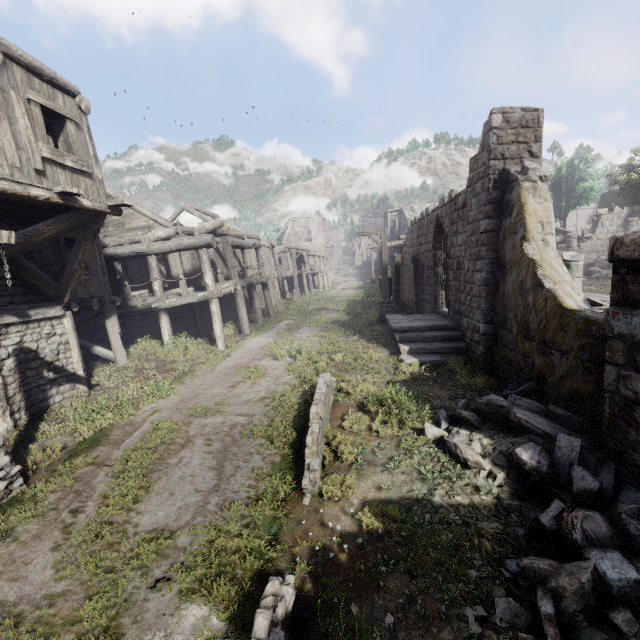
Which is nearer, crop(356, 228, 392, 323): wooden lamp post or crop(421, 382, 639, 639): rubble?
crop(421, 382, 639, 639): rubble

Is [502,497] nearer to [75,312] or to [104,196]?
[104,196]

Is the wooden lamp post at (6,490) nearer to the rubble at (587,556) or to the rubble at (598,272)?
the rubble at (587,556)

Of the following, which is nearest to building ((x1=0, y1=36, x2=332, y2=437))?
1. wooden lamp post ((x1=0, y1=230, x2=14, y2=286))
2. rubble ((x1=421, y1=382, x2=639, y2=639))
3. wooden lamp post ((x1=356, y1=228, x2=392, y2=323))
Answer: rubble ((x1=421, y1=382, x2=639, y2=639))

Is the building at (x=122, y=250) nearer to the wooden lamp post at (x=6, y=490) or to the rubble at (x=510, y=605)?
the rubble at (x=510, y=605)

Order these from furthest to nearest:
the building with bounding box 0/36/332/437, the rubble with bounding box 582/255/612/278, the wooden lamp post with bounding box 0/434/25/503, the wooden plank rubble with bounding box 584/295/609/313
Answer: the rubble with bounding box 582/255/612/278
the wooden plank rubble with bounding box 584/295/609/313
the building with bounding box 0/36/332/437
the wooden lamp post with bounding box 0/434/25/503

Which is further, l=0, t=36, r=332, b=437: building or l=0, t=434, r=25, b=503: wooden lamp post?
l=0, t=36, r=332, b=437: building

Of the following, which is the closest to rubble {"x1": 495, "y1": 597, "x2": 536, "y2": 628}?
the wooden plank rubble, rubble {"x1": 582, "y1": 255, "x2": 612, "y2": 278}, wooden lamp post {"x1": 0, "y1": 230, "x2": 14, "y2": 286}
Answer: the wooden plank rubble
